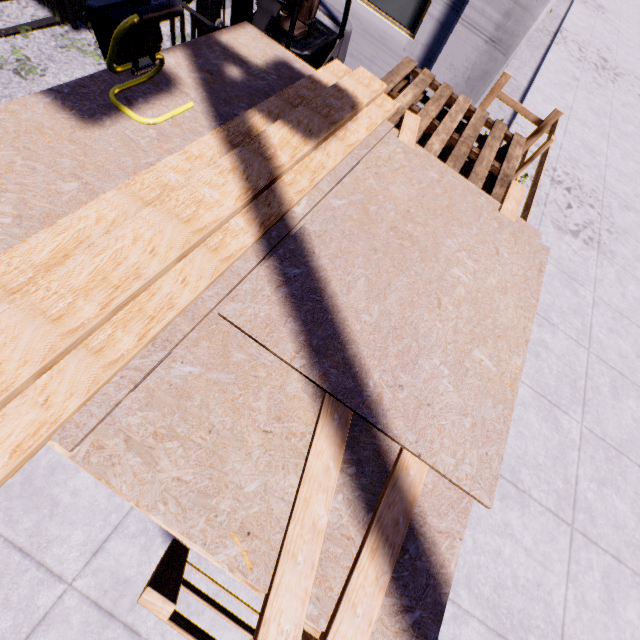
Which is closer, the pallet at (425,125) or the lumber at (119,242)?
the lumber at (119,242)

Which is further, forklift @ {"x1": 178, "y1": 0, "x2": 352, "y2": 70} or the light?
forklift @ {"x1": 178, "y1": 0, "x2": 352, "y2": 70}

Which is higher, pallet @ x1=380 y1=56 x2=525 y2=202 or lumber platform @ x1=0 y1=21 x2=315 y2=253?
lumber platform @ x1=0 y1=21 x2=315 y2=253

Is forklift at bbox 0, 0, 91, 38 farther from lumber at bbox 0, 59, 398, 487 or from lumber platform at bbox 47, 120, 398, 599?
lumber at bbox 0, 59, 398, 487

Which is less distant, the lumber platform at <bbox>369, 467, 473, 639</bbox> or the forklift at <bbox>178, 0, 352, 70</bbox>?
the lumber platform at <bbox>369, 467, 473, 639</bbox>

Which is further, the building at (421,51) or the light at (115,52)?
the building at (421,51)

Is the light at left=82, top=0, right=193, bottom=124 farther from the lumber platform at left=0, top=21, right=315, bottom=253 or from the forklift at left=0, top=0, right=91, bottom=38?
the forklift at left=0, top=0, right=91, bottom=38

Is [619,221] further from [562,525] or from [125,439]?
[125,439]
